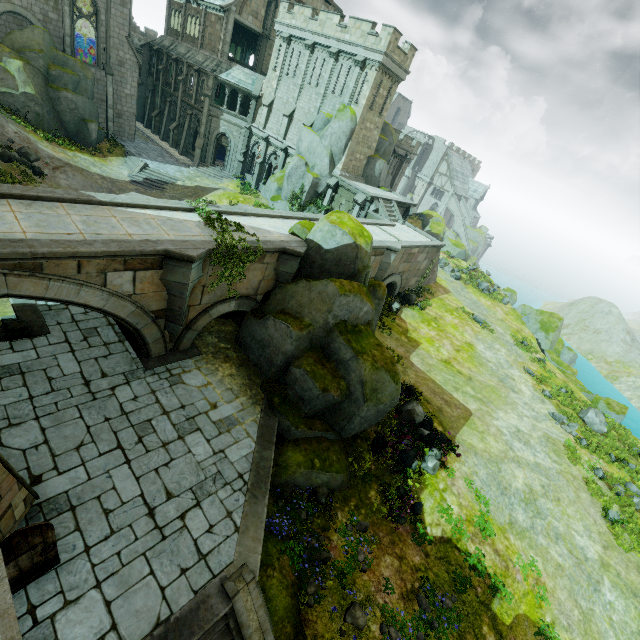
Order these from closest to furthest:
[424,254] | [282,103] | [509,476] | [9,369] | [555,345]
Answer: [9,369]
[509,476]
[424,254]
[282,103]
[555,345]

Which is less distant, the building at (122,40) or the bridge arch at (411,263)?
the bridge arch at (411,263)

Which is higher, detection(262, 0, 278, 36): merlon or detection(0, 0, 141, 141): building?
detection(262, 0, 278, 36): merlon

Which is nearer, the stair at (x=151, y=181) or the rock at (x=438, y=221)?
the stair at (x=151, y=181)

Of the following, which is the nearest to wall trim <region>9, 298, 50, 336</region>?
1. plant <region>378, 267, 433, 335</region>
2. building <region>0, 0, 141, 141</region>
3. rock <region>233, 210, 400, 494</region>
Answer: building <region>0, 0, 141, 141</region>

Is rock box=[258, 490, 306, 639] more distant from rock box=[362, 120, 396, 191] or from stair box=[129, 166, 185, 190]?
stair box=[129, 166, 185, 190]

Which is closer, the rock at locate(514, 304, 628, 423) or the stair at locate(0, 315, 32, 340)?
the stair at locate(0, 315, 32, 340)

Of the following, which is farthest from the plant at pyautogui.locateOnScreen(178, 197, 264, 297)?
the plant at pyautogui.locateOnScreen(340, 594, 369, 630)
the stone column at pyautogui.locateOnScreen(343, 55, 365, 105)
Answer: the stone column at pyautogui.locateOnScreen(343, 55, 365, 105)
